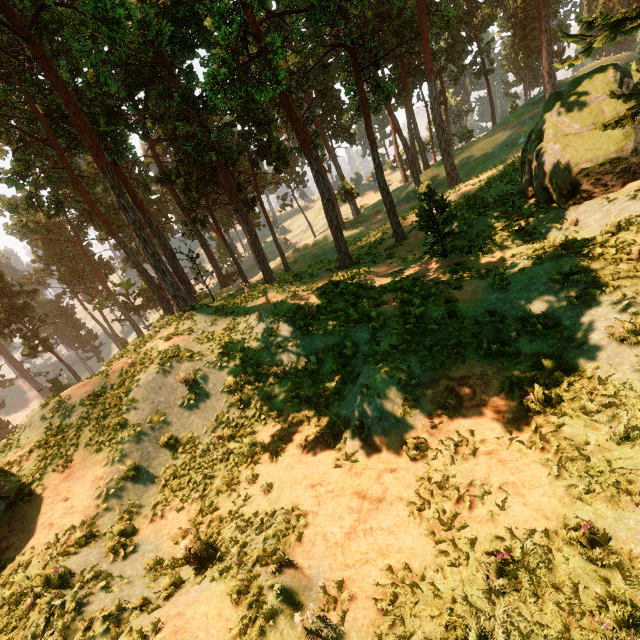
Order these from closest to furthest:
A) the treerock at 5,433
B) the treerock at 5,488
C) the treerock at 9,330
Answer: the treerock at 5,488, the treerock at 5,433, the treerock at 9,330

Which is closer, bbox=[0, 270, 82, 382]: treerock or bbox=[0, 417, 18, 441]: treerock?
bbox=[0, 417, 18, 441]: treerock

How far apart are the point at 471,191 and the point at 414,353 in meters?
18.4 m

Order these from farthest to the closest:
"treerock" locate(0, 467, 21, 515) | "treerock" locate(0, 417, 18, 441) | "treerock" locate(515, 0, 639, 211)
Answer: "treerock" locate(0, 417, 18, 441)
"treerock" locate(515, 0, 639, 211)
"treerock" locate(0, 467, 21, 515)

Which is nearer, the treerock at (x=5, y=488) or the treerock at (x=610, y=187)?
the treerock at (x=5, y=488)
